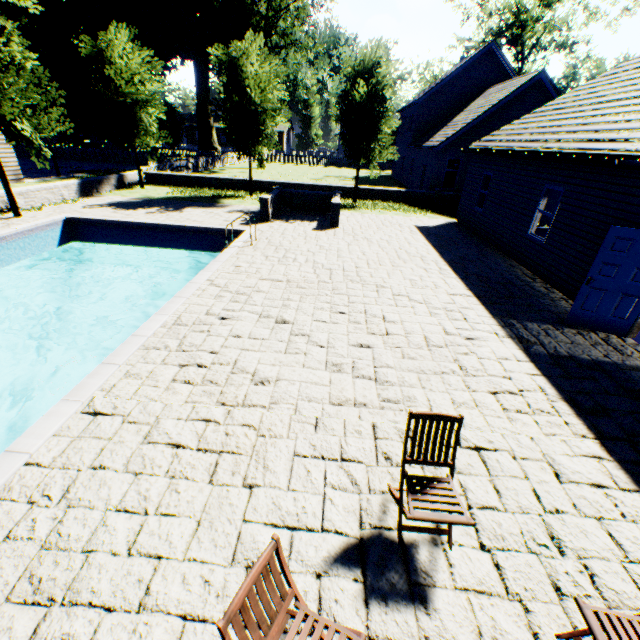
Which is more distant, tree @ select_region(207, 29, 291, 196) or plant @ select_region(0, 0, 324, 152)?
plant @ select_region(0, 0, 324, 152)

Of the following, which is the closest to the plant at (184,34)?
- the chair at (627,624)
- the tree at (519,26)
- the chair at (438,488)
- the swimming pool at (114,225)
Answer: the tree at (519,26)

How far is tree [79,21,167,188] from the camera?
16.6 meters

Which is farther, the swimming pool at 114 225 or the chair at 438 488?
the swimming pool at 114 225

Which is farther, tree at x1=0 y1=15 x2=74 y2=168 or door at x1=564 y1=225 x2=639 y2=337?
tree at x1=0 y1=15 x2=74 y2=168

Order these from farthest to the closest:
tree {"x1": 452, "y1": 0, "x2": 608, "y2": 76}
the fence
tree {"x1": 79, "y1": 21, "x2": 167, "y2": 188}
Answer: tree {"x1": 452, "y1": 0, "x2": 608, "y2": 76} < the fence < tree {"x1": 79, "y1": 21, "x2": 167, "y2": 188}

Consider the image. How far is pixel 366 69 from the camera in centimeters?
1647cm

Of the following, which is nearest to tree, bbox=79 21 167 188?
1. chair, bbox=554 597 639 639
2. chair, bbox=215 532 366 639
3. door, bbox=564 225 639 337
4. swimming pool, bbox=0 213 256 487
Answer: swimming pool, bbox=0 213 256 487
